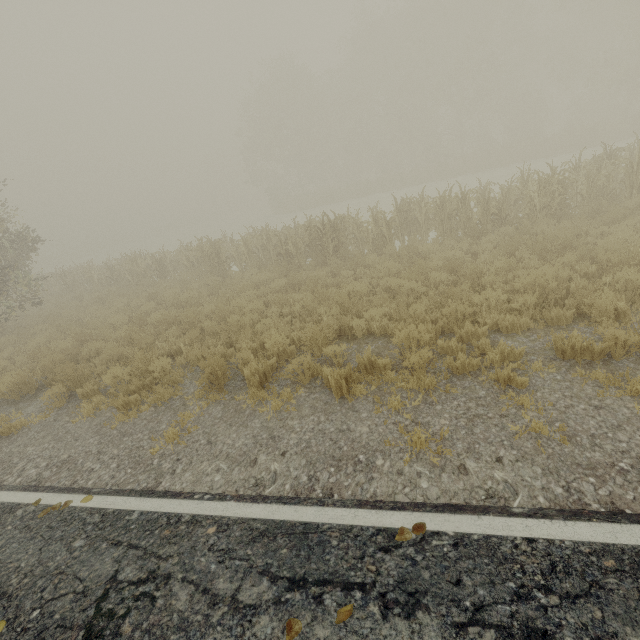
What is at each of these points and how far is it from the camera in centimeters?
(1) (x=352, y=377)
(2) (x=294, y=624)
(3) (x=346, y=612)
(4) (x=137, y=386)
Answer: (1) tree, 505cm
(2) tree, 236cm
(3) tree, 235cm
(4) tree, 655cm

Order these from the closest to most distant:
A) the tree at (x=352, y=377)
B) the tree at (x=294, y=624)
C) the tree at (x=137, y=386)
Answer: the tree at (x=294, y=624) < the tree at (x=352, y=377) < the tree at (x=137, y=386)

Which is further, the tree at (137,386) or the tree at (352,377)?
the tree at (137,386)

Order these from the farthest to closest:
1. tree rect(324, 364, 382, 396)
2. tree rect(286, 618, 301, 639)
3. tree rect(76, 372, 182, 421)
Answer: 1. tree rect(76, 372, 182, 421)
2. tree rect(324, 364, 382, 396)
3. tree rect(286, 618, 301, 639)

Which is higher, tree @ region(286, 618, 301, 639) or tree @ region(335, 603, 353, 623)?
tree @ region(286, 618, 301, 639)

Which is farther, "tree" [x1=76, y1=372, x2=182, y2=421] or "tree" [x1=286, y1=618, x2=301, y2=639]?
"tree" [x1=76, y1=372, x2=182, y2=421]
